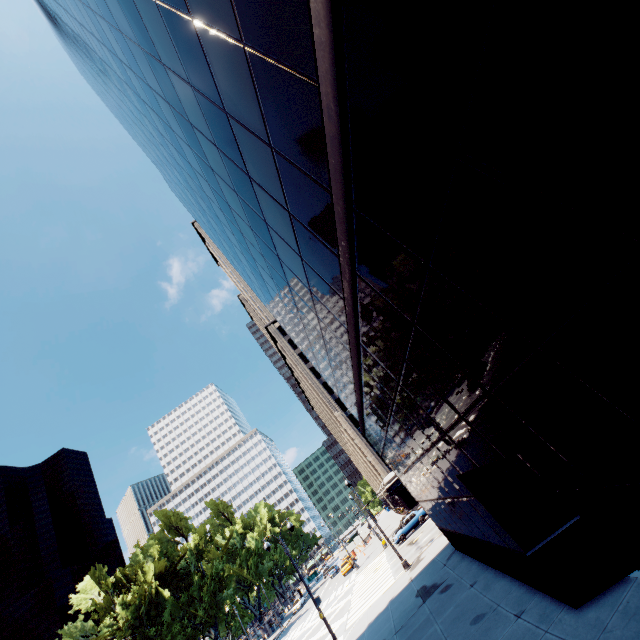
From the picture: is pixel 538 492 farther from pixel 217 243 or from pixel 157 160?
pixel 157 160

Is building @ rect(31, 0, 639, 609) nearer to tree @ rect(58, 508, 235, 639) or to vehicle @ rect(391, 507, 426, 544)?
vehicle @ rect(391, 507, 426, 544)

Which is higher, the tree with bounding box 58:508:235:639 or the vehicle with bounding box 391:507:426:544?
the tree with bounding box 58:508:235:639

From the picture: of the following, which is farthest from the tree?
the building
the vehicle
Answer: the building

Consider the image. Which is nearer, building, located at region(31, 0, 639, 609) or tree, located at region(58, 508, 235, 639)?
building, located at region(31, 0, 639, 609)

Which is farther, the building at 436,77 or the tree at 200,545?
the tree at 200,545

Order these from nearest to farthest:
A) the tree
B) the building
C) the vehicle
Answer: the building, the vehicle, the tree

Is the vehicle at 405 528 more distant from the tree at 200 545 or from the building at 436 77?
the tree at 200 545
